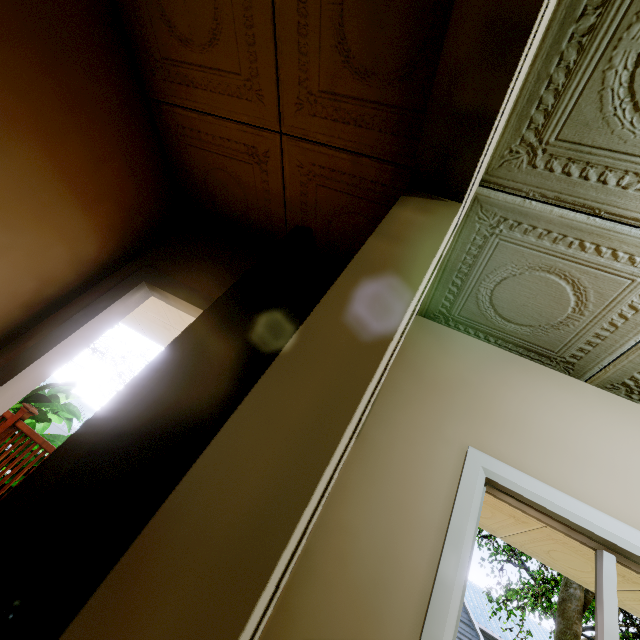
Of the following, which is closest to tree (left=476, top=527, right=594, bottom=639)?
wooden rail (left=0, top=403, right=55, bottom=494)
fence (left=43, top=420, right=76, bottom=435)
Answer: fence (left=43, top=420, right=76, bottom=435)

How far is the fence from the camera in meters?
23.8 m

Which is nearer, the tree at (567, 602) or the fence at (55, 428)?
the tree at (567, 602)

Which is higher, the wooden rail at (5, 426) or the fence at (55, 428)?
the wooden rail at (5, 426)

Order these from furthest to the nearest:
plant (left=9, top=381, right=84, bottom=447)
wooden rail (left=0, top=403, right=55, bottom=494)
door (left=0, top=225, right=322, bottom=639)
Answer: plant (left=9, top=381, right=84, bottom=447)
wooden rail (left=0, top=403, right=55, bottom=494)
door (left=0, top=225, right=322, bottom=639)

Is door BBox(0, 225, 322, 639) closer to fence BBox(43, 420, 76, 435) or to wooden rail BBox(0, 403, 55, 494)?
wooden rail BBox(0, 403, 55, 494)

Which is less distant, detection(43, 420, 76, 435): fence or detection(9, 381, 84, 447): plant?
detection(9, 381, 84, 447): plant

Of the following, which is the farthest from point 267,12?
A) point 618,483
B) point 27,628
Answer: point 618,483
